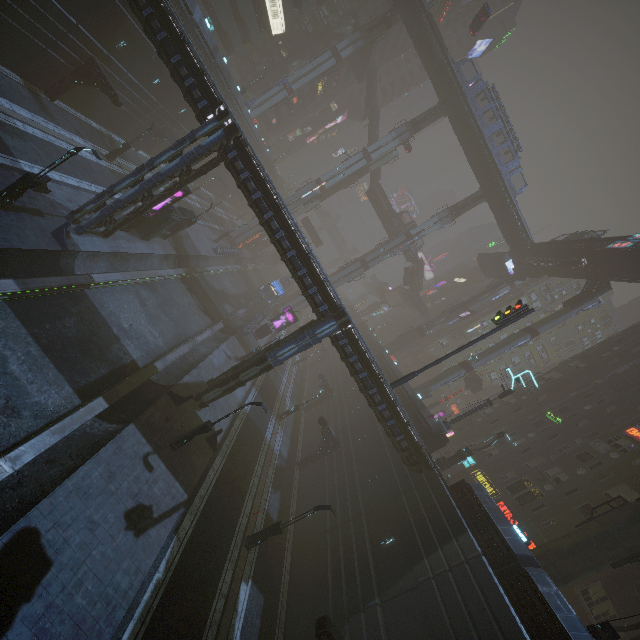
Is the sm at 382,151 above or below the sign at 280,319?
above

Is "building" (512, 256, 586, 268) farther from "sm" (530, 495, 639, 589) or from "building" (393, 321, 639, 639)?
"sm" (530, 495, 639, 589)

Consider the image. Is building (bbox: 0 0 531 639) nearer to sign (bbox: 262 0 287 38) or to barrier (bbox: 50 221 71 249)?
sign (bbox: 262 0 287 38)

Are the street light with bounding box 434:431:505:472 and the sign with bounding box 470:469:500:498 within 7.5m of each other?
yes

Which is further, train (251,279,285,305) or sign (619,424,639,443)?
train (251,279,285,305)

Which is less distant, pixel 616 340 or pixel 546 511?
pixel 546 511

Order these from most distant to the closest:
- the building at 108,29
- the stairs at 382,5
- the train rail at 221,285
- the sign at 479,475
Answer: the stairs at 382,5 → the sign at 479,475 → the building at 108,29 → the train rail at 221,285

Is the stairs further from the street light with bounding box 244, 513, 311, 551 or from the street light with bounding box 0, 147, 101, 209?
the street light with bounding box 244, 513, 311, 551
